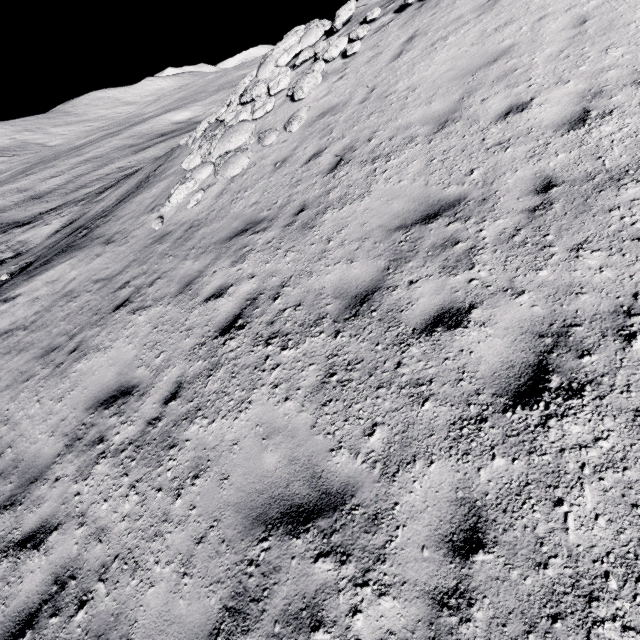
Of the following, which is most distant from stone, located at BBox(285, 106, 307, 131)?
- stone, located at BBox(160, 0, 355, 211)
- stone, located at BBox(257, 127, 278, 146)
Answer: stone, located at BBox(160, 0, 355, 211)

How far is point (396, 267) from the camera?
4.4 meters

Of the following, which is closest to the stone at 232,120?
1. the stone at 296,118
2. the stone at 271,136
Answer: the stone at 271,136

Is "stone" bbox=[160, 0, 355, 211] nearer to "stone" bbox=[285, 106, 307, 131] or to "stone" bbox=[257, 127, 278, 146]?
"stone" bbox=[257, 127, 278, 146]

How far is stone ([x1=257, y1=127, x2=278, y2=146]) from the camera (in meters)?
9.41

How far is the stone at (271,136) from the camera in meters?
9.4

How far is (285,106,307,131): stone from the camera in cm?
902

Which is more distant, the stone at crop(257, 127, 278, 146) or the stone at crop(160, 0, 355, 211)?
the stone at crop(160, 0, 355, 211)
